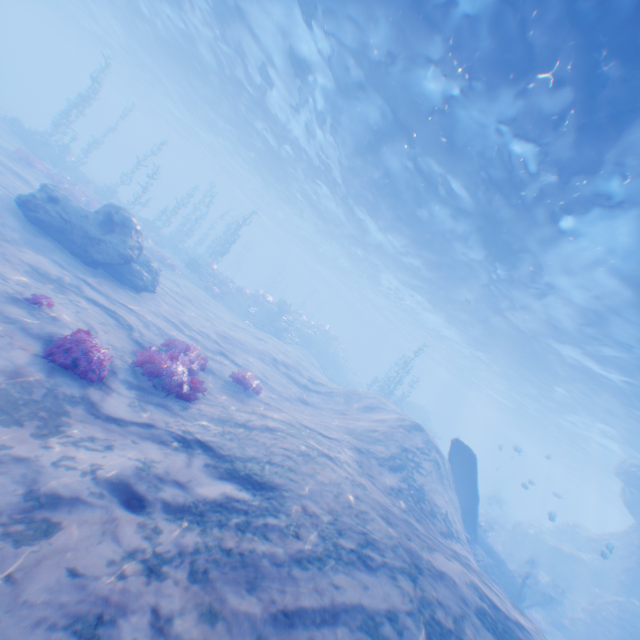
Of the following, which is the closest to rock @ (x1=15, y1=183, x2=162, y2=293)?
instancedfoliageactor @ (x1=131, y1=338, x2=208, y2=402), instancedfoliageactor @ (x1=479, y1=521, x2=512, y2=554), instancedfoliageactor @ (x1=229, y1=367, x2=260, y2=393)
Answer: instancedfoliageactor @ (x1=131, y1=338, x2=208, y2=402)

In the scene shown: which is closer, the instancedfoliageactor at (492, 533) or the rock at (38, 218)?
the rock at (38, 218)

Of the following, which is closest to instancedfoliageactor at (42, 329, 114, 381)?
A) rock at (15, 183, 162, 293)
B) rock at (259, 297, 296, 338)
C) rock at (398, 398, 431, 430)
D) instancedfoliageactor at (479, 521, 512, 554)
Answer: rock at (15, 183, 162, 293)

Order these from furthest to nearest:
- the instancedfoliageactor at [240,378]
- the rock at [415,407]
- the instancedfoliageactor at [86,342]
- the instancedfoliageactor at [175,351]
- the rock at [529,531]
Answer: the rock at [415,407] → the rock at [529,531] → the instancedfoliageactor at [240,378] → the instancedfoliageactor at [175,351] → the instancedfoliageactor at [86,342]

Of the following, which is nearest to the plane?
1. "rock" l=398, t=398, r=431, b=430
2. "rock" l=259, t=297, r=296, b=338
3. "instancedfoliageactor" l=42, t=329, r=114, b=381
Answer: "rock" l=398, t=398, r=431, b=430

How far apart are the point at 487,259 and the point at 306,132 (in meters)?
13.71

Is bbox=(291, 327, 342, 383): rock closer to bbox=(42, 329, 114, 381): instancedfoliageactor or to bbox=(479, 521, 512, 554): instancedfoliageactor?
bbox=(479, 521, 512, 554): instancedfoliageactor

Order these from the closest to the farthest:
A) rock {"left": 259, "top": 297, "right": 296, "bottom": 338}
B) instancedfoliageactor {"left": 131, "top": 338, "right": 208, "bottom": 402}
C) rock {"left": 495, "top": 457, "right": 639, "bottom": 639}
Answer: instancedfoliageactor {"left": 131, "top": 338, "right": 208, "bottom": 402}
rock {"left": 495, "top": 457, "right": 639, "bottom": 639}
rock {"left": 259, "top": 297, "right": 296, "bottom": 338}
